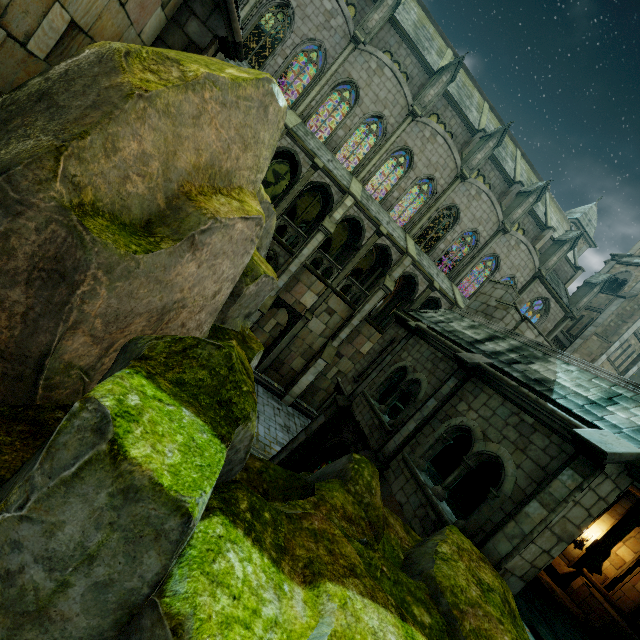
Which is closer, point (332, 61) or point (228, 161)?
point (228, 161)

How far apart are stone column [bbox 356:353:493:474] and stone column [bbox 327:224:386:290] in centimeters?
1362cm

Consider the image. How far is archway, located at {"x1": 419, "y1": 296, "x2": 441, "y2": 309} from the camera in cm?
2495

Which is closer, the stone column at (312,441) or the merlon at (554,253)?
the stone column at (312,441)

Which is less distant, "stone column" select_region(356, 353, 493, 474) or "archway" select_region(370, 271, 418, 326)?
"stone column" select_region(356, 353, 493, 474)

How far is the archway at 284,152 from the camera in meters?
20.1

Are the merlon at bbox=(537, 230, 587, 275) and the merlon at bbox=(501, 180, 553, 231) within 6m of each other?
yes

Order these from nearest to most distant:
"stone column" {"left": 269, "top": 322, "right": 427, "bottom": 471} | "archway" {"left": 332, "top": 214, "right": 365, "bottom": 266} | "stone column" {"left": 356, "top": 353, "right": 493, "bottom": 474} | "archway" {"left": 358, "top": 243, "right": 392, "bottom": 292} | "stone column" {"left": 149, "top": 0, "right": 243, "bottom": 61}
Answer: "stone column" {"left": 149, "top": 0, "right": 243, "bottom": 61} < "stone column" {"left": 356, "top": 353, "right": 493, "bottom": 474} < "stone column" {"left": 269, "top": 322, "right": 427, "bottom": 471} < "archway" {"left": 332, "top": 214, "right": 365, "bottom": 266} < "archway" {"left": 358, "top": 243, "right": 392, "bottom": 292}
